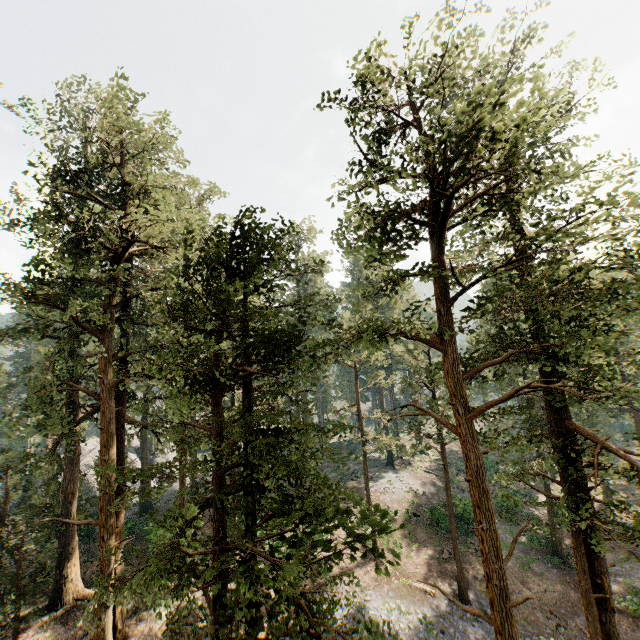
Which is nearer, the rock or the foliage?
the foliage

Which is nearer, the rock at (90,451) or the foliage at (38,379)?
the foliage at (38,379)

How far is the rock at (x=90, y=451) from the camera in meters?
42.8

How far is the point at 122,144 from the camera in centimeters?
1795cm

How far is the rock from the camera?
Answer: 42.76m
